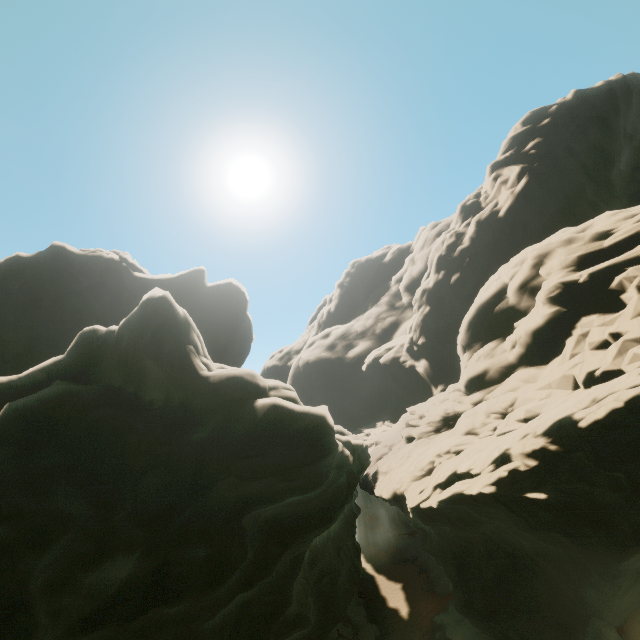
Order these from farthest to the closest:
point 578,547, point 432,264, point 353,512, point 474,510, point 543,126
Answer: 1. point 432,264
2. point 543,126
3. point 353,512
4. point 474,510
5. point 578,547
